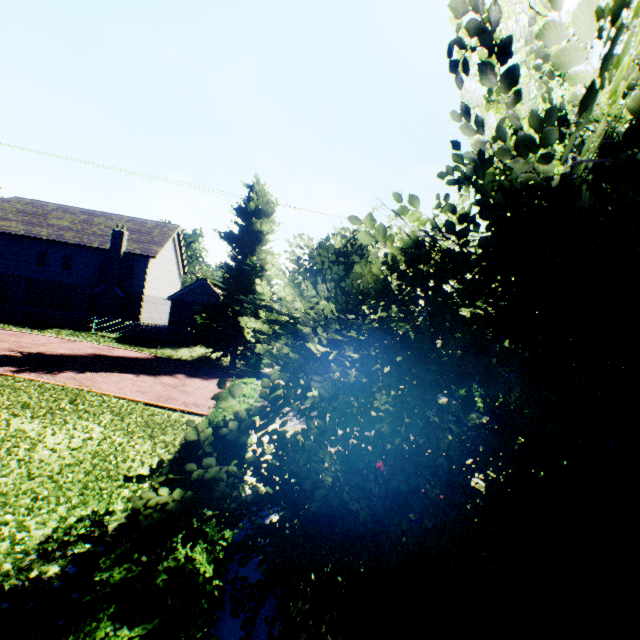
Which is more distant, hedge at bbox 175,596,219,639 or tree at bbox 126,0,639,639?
hedge at bbox 175,596,219,639

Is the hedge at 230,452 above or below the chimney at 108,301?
below

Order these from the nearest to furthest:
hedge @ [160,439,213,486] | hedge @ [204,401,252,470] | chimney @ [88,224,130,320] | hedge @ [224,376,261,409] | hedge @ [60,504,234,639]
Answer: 1. hedge @ [60,504,234,639]
2. hedge @ [160,439,213,486]
3. hedge @ [204,401,252,470]
4. hedge @ [224,376,261,409]
5. chimney @ [88,224,130,320]

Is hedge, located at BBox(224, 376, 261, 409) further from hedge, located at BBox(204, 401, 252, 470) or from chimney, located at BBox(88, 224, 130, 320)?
chimney, located at BBox(88, 224, 130, 320)

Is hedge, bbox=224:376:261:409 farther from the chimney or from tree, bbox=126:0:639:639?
the chimney

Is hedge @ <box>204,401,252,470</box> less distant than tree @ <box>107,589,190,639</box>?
No

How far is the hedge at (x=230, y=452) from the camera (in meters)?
5.76

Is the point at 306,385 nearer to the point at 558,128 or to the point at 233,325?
the point at 558,128
